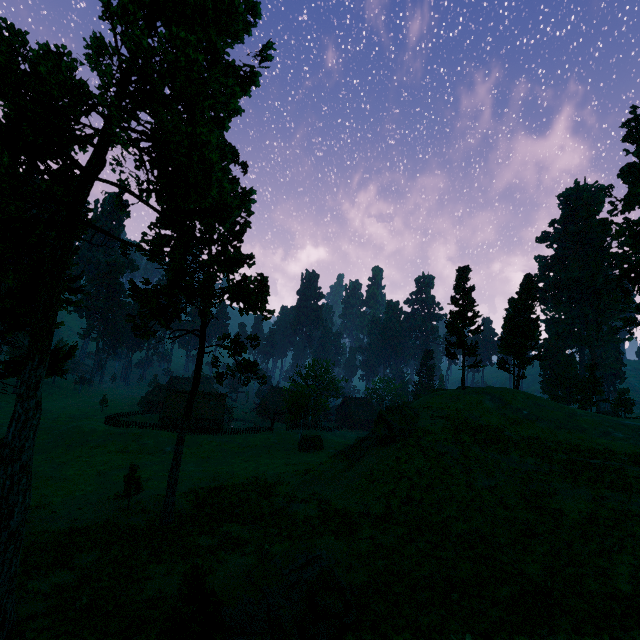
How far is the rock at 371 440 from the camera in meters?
28.1 m

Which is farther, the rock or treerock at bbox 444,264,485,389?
treerock at bbox 444,264,485,389

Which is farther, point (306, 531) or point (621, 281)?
point (621, 281)

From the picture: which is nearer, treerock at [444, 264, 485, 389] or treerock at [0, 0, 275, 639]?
treerock at [0, 0, 275, 639]

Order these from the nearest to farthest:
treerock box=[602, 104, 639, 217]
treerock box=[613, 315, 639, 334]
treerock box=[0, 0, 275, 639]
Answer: treerock box=[0, 0, 275, 639], treerock box=[613, 315, 639, 334], treerock box=[602, 104, 639, 217]

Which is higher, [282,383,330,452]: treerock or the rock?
the rock

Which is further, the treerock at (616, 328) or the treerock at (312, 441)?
the treerock at (312, 441)
